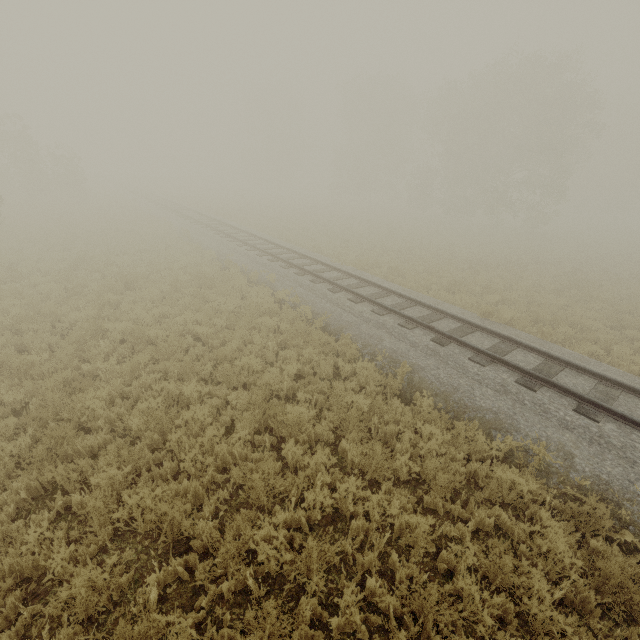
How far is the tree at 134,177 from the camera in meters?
52.4 m

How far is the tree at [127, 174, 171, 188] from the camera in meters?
52.4 m

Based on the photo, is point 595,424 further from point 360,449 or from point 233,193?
point 233,193
